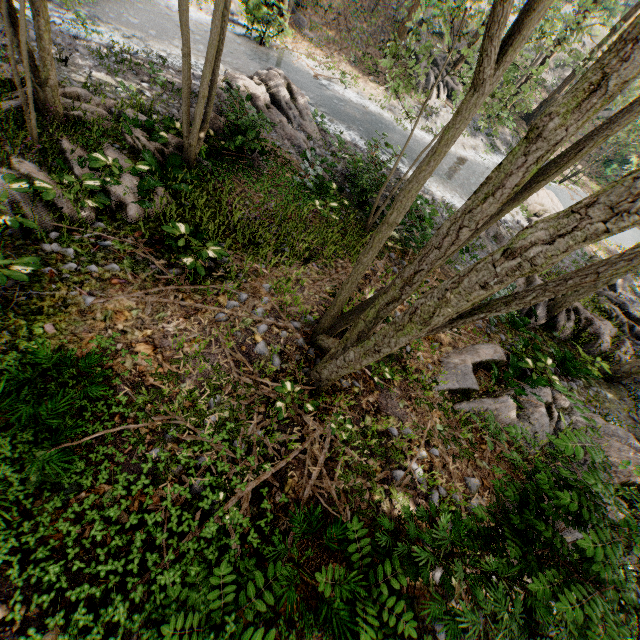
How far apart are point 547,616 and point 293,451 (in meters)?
3.54

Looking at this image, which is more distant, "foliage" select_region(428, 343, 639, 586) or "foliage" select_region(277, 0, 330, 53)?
"foliage" select_region(277, 0, 330, 53)

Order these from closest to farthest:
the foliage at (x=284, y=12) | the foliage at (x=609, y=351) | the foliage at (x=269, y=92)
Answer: the foliage at (x=609, y=351) < the foliage at (x=269, y=92) < the foliage at (x=284, y=12)

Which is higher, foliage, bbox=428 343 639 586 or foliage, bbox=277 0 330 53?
foliage, bbox=428 343 639 586

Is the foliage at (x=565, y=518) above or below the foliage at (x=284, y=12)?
above

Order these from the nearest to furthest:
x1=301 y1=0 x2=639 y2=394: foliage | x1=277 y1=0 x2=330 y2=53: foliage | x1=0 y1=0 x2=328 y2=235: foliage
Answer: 1. x1=301 y1=0 x2=639 y2=394: foliage
2. x1=0 y1=0 x2=328 y2=235: foliage
3. x1=277 y1=0 x2=330 y2=53: foliage
